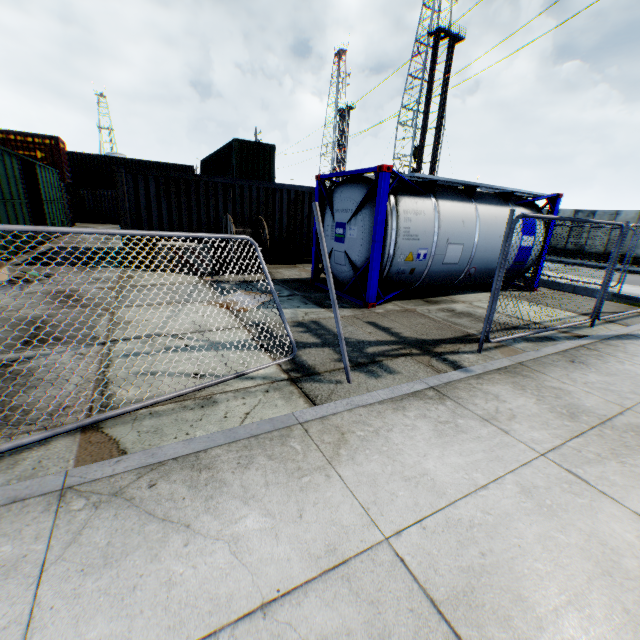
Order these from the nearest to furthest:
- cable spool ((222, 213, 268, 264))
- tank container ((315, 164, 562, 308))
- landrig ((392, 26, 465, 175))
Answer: tank container ((315, 164, 562, 308))
cable spool ((222, 213, 268, 264))
landrig ((392, 26, 465, 175))

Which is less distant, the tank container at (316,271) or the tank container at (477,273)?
→ the tank container at (477,273)

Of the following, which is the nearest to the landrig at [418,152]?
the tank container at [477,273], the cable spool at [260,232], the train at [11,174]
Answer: the tank container at [477,273]

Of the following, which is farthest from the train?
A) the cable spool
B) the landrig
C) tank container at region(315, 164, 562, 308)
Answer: the landrig

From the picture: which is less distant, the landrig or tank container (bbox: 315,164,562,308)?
tank container (bbox: 315,164,562,308)

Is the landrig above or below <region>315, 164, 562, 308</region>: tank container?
above

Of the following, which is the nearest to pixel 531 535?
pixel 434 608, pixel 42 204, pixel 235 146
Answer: pixel 434 608

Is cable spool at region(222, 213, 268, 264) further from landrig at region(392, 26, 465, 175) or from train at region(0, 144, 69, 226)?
landrig at region(392, 26, 465, 175)
